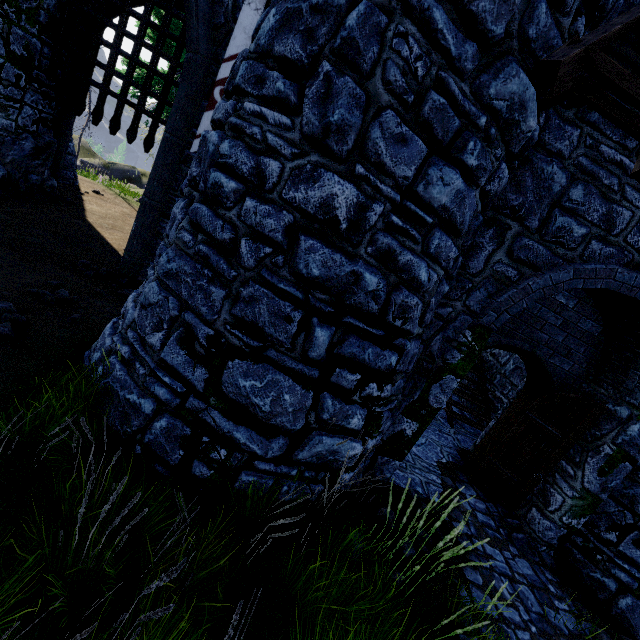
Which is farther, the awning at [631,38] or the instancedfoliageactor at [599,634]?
the instancedfoliageactor at [599,634]

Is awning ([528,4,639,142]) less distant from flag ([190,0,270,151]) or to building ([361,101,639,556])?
building ([361,101,639,556])

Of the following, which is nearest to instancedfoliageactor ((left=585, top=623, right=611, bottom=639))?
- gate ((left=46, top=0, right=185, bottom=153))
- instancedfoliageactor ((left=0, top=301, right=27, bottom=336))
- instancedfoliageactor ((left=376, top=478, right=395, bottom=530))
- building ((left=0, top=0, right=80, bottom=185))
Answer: building ((left=0, top=0, right=80, bottom=185))

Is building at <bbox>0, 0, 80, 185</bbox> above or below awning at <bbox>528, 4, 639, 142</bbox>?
below

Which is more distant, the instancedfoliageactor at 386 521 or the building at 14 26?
the building at 14 26

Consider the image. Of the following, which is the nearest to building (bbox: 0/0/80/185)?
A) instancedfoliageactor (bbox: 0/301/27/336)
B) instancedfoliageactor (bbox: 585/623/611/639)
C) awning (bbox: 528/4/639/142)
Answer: awning (bbox: 528/4/639/142)

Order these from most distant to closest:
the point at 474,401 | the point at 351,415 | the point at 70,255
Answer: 1. the point at 474,401
2. the point at 70,255
3. the point at 351,415

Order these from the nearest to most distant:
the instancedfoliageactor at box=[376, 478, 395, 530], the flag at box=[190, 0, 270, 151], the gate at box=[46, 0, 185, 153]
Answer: the instancedfoliageactor at box=[376, 478, 395, 530]
the flag at box=[190, 0, 270, 151]
the gate at box=[46, 0, 185, 153]
